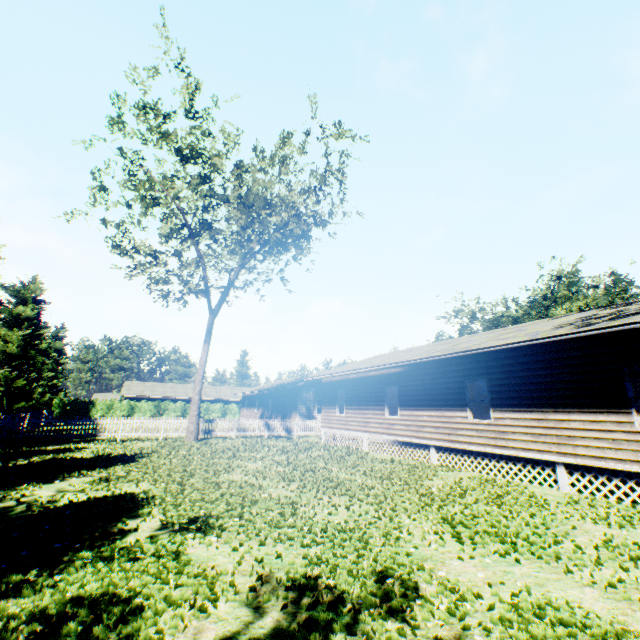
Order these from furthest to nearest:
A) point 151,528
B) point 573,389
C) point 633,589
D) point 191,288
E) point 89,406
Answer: point 89,406
point 191,288
point 573,389
point 151,528
point 633,589

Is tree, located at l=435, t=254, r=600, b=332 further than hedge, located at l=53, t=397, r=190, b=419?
No

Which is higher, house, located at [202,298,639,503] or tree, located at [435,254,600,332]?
tree, located at [435,254,600,332]

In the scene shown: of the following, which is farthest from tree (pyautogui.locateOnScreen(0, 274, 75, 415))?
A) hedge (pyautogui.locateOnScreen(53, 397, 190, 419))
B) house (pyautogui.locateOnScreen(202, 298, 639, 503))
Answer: hedge (pyautogui.locateOnScreen(53, 397, 190, 419))

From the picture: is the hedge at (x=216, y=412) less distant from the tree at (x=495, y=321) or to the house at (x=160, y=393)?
the house at (x=160, y=393)

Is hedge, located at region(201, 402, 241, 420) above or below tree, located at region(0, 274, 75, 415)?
below

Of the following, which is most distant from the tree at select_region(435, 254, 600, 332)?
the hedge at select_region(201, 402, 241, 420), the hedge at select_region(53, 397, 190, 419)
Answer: the hedge at select_region(201, 402, 241, 420)
